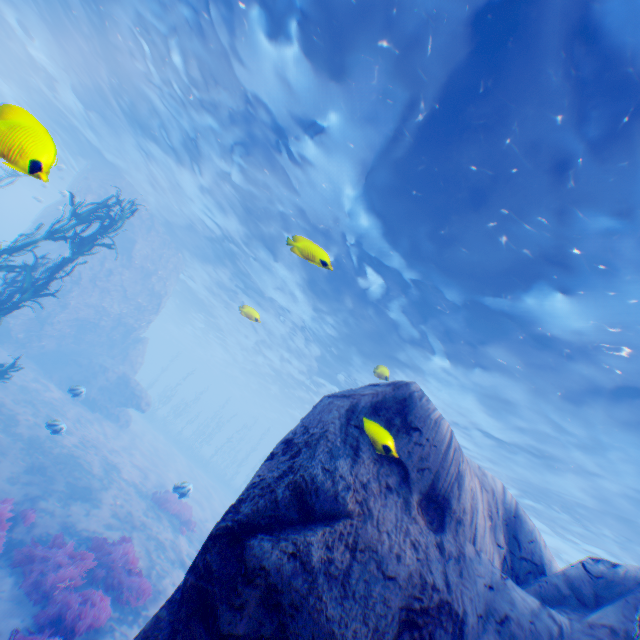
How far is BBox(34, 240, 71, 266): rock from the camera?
20.0 meters

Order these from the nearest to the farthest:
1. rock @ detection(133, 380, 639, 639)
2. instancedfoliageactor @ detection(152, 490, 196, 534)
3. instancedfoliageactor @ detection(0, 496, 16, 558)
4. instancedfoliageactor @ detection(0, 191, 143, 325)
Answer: rock @ detection(133, 380, 639, 639) < instancedfoliageactor @ detection(0, 496, 16, 558) < instancedfoliageactor @ detection(0, 191, 143, 325) < instancedfoliageactor @ detection(152, 490, 196, 534)

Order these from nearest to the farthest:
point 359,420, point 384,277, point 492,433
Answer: point 359,420
point 384,277
point 492,433

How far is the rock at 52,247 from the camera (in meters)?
20.02

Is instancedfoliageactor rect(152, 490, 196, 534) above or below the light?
below

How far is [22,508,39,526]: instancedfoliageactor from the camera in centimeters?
884cm

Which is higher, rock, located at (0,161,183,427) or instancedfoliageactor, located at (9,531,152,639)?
rock, located at (0,161,183,427)

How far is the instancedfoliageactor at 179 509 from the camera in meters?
15.1 m
